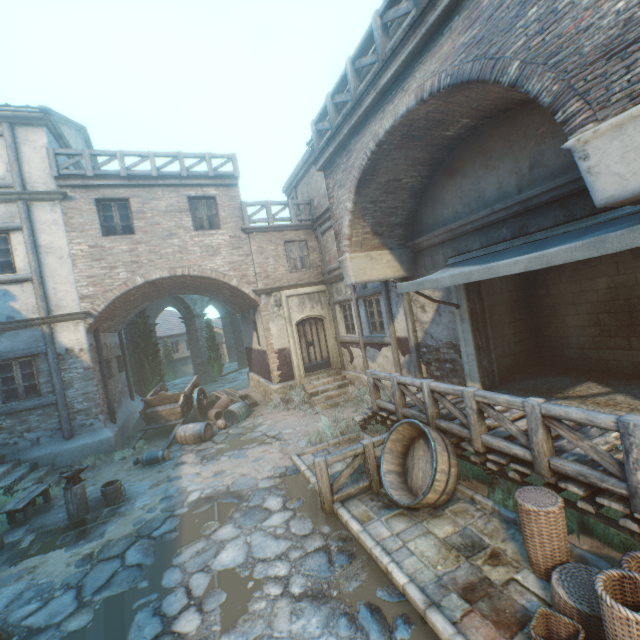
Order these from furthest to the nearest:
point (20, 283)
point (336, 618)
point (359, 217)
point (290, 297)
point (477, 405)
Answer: point (290, 297) → point (20, 283) → point (359, 217) → point (477, 405) → point (336, 618)

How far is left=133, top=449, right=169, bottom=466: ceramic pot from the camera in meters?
9.3

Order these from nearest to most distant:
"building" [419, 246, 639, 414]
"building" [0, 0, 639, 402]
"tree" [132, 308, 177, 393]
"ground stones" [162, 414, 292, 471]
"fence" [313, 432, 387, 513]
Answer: "building" [0, 0, 639, 402], "fence" [313, 432, 387, 513], "building" [419, 246, 639, 414], "ground stones" [162, 414, 292, 471], "tree" [132, 308, 177, 393]

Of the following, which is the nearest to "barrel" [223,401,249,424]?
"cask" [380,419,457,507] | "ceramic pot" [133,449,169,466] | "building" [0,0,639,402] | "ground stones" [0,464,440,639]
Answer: "building" [0,0,639,402]

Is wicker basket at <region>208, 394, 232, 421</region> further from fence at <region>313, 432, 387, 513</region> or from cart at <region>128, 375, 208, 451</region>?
fence at <region>313, 432, 387, 513</region>

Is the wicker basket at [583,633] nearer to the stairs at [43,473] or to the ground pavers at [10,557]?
the ground pavers at [10,557]

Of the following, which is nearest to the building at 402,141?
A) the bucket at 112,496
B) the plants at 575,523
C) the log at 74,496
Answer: the log at 74,496

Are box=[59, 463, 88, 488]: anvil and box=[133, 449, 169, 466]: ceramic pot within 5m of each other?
yes
